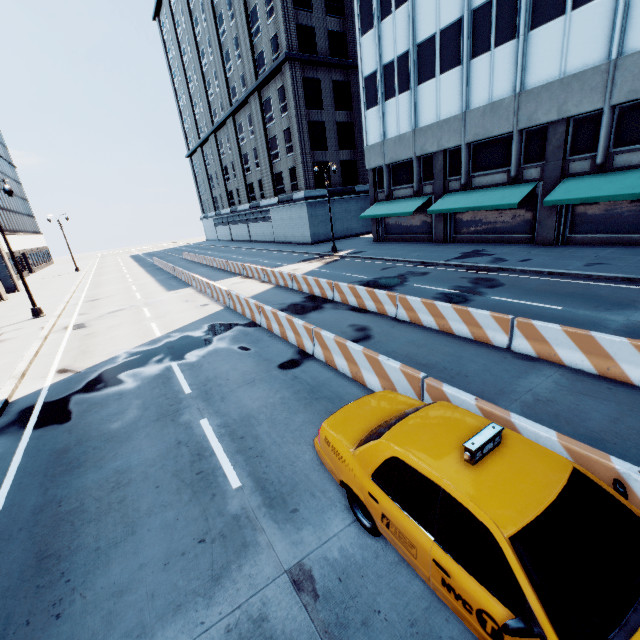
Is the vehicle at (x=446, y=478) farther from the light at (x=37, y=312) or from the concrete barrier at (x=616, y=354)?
the light at (x=37, y=312)

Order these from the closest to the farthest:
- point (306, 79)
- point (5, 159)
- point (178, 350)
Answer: point (178, 350), point (306, 79), point (5, 159)

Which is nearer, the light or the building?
the building

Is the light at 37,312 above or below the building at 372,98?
below

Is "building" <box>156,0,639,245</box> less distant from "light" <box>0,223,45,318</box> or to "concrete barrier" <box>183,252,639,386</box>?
"concrete barrier" <box>183,252,639,386</box>

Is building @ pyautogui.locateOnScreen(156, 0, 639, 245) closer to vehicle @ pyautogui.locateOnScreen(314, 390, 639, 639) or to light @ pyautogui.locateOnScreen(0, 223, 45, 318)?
vehicle @ pyautogui.locateOnScreen(314, 390, 639, 639)

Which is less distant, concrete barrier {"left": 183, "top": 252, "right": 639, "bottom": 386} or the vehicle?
the vehicle
